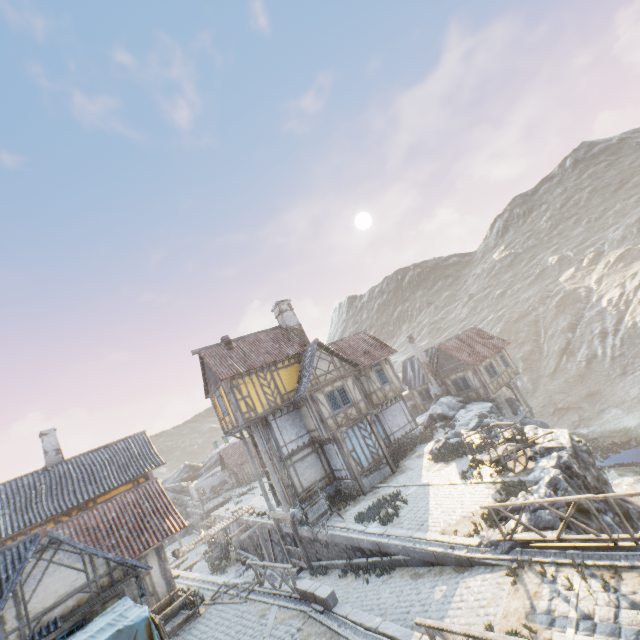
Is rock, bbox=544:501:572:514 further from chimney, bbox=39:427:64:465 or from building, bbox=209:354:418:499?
chimney, bbox=39:427:64:465

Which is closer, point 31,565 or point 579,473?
point 31,565

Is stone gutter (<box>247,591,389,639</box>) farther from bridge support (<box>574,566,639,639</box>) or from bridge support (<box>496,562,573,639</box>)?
bridge support (<box>574,566,639,639</box>)

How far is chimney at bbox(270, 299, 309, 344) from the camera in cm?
2594

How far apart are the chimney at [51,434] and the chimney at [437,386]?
29.6 meters

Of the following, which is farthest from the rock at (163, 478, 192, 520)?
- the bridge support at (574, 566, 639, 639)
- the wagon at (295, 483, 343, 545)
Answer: the bridge support at (574, 566, 639, 639)

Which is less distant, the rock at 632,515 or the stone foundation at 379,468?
the rock at 632,515

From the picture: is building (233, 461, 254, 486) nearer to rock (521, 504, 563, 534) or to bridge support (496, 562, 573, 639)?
rock (521, 504, 563, 534)
